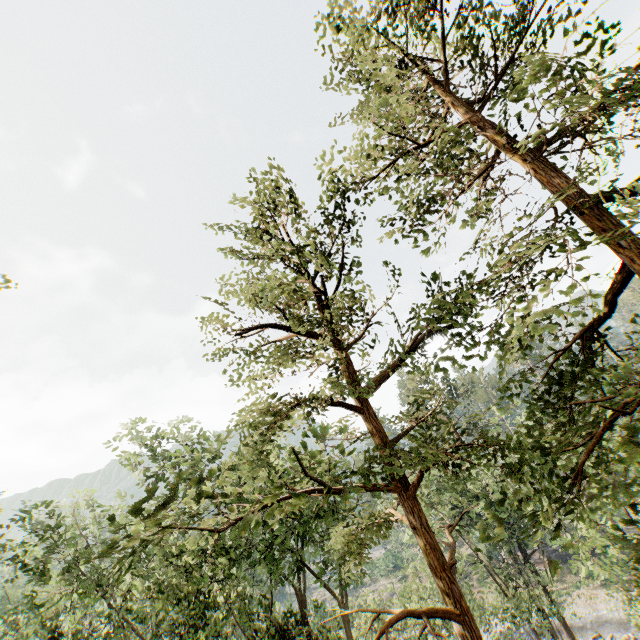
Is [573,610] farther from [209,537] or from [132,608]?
[209,537]

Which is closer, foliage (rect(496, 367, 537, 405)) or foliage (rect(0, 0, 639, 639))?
foliage (rect(0, 0, 639, 639))

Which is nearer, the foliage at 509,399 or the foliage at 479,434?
the foliage at 479,434

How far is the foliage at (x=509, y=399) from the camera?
7.84m

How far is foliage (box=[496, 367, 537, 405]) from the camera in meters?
7.8
